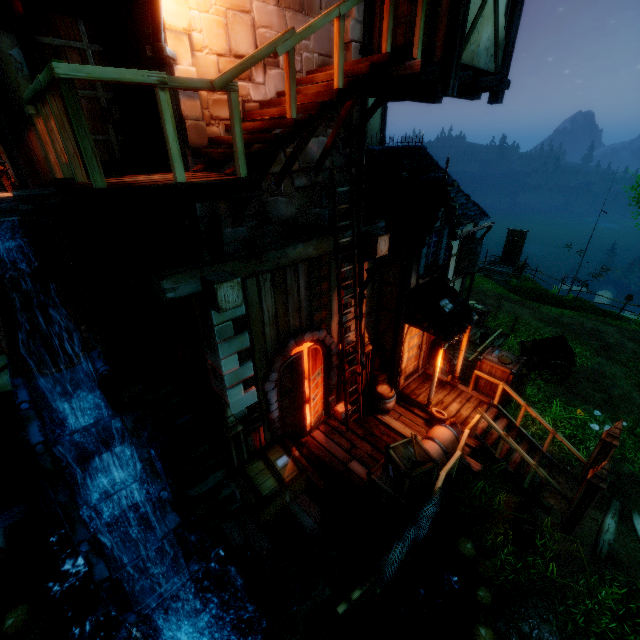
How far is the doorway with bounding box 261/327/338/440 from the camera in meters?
7.3 m

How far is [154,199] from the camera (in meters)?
3.57

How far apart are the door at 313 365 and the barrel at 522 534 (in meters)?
5.47

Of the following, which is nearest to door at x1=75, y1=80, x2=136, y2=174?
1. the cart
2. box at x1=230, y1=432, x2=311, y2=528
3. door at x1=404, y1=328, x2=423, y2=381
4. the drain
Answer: the drain

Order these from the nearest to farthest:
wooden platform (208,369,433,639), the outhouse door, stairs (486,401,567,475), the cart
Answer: wooden platform (208,369,433,639) → stairs (486,401,567,475) → the cart → the outhouse door

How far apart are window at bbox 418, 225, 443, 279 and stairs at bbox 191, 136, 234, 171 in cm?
423

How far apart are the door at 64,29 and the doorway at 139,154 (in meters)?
0.01

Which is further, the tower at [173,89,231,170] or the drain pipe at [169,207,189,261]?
the drain pipe at [169,207,189,261]
